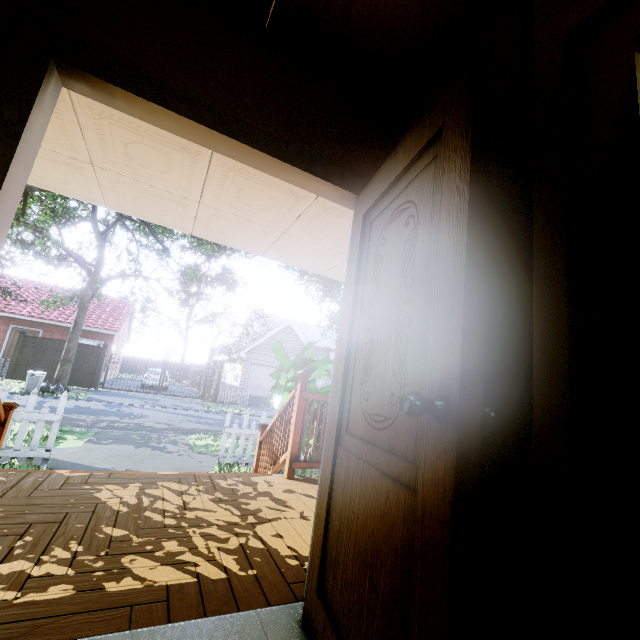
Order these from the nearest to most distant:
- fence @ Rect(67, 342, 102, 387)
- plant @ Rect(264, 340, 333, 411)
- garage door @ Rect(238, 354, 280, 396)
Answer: plant @ Rect(264, 340, 333, 411) → fence @ Rect(67, 342, 102, 387) → garage door @ Rect(238, 354, 280, 396)

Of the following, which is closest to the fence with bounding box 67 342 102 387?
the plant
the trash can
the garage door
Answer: the garage door

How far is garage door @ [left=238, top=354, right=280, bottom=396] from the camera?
24.0 meters

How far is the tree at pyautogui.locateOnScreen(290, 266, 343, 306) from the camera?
16.8 meters

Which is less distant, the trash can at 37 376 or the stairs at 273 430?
the stairs at 273 430

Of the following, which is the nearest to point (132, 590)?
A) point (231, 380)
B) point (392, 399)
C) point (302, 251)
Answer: point (392, 399)

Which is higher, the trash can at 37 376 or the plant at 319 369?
the plant at 319 369

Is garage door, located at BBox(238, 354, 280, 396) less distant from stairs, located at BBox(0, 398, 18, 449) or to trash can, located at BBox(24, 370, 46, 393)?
trash can, located at BBox(24, 370, 46, 393)
